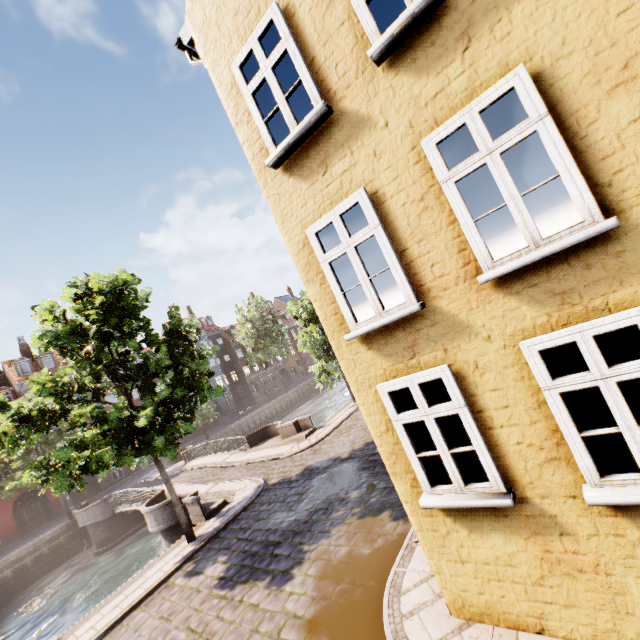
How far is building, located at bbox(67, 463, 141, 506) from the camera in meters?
32.0 m

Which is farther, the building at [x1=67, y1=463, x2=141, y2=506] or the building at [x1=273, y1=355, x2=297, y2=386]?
the building at [x1=273, y1=355, x2=297, y2=386]

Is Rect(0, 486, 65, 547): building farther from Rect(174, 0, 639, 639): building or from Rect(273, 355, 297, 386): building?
Rect(174, 0, 639, 639): building

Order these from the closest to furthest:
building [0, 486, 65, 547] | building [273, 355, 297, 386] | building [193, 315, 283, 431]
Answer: building [0, 486, 65, 547], building [193, 315, 283, 431], building [273, 355, 297, 386]

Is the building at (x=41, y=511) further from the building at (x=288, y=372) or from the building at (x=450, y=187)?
the building at (x=450, y=187)

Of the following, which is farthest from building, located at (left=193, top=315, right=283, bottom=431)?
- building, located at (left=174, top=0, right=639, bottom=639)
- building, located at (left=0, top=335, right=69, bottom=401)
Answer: building, located at (left=174, top=0, right=639, bottom=639)

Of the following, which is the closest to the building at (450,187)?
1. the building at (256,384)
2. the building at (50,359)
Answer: the building at (50,359)

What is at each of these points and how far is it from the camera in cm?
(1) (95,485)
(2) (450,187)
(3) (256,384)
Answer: (1) building, 3344
(2) building, 376
(3) building, 5288
